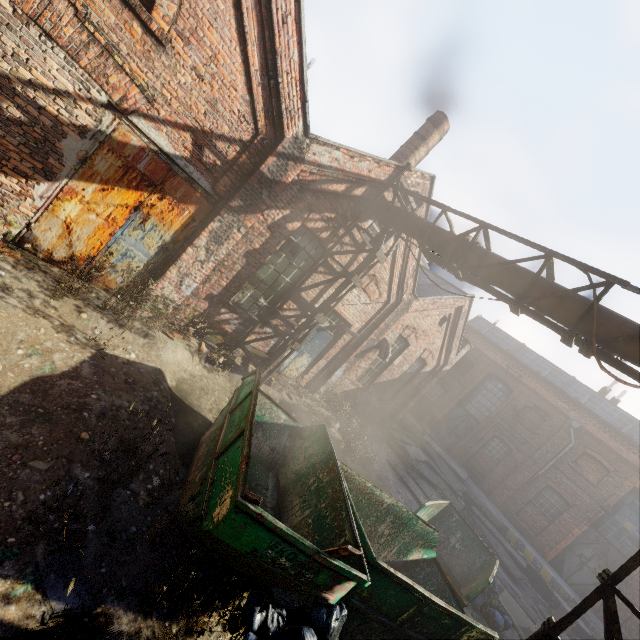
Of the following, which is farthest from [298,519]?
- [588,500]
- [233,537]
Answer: [588,500]

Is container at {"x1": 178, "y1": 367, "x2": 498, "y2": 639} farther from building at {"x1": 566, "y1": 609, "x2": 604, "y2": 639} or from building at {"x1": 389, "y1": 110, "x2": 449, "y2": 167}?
building at {"x1": 566, "y1": 609, "x2": 604, "y2": 639}

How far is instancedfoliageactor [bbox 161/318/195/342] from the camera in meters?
6.4 m

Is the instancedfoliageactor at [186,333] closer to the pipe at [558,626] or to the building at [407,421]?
the pipe at [558,626]

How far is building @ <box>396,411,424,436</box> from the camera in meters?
20.8

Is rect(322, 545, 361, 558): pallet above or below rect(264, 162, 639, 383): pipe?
below

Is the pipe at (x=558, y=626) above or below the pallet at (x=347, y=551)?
above

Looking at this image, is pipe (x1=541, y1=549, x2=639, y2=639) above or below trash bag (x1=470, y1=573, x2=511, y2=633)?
above
